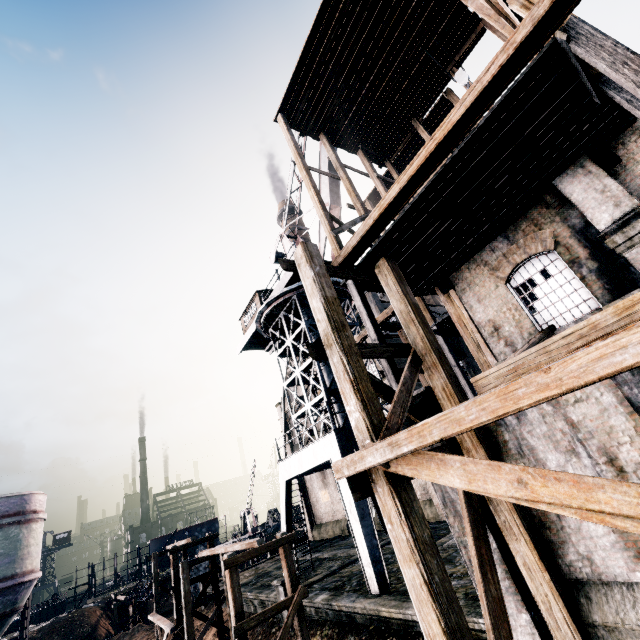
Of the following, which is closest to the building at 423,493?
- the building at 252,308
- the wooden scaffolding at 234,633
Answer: the building at 252,308

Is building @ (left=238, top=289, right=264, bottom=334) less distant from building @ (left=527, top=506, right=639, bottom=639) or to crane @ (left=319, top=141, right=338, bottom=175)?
crane @ (left=319, top=141, right=338, bottom=175)

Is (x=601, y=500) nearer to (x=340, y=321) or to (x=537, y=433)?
(x=537, y=433)

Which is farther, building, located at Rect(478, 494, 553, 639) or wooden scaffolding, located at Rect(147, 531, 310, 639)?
wooden scaffolding, located at Rect(147, 531, 310, 639)

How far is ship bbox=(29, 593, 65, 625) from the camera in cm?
5509

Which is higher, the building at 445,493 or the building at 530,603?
the building at 445,493

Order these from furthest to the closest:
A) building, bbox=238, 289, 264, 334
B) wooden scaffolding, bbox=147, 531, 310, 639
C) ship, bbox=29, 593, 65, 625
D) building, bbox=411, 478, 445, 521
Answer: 1. ship, bbox=29, 593, 65, 625
2. building, bbox=238, 289, 264, 334
3. building, bbox=411, 478, 445, 521
4. wooden scaffolding, bbox=147, 531, 310, 639
